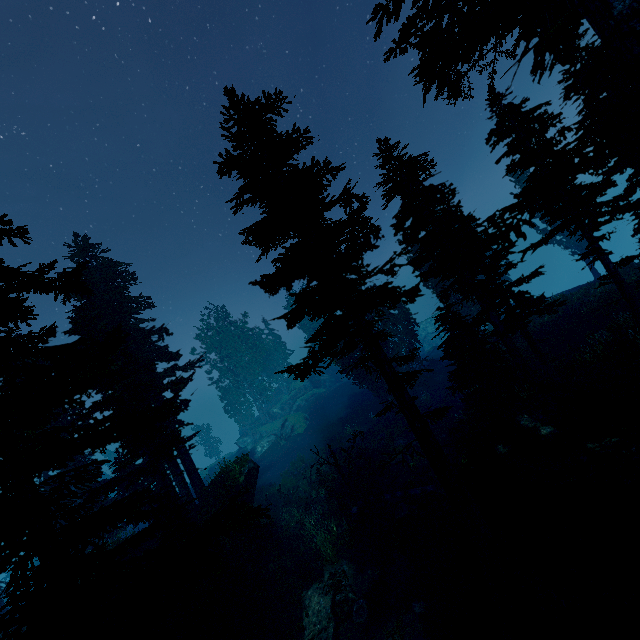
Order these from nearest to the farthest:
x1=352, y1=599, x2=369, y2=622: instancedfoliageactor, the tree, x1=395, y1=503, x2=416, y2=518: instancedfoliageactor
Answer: x1=352, y1=599, x2=369, y2=622: instancedfoliageactor
x1=395, y1=503, x2=416, y2=518: instancedfoliageactor
the tree

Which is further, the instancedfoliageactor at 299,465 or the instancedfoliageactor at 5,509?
the instancedfoliageactor at 299,465

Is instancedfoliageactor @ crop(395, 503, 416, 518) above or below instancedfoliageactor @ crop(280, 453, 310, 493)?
below

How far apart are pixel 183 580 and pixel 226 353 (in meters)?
47.53

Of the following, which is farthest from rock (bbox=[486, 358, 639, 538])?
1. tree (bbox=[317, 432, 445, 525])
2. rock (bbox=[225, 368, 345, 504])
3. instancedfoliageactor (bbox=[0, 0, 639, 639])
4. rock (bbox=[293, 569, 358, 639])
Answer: rock (bbox=[225, 368, 345, 504])

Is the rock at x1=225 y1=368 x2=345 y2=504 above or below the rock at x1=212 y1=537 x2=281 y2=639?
above

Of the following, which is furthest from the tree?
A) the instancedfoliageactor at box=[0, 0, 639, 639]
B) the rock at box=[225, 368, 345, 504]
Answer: the rock at box=[225, 368, 345, 504]
